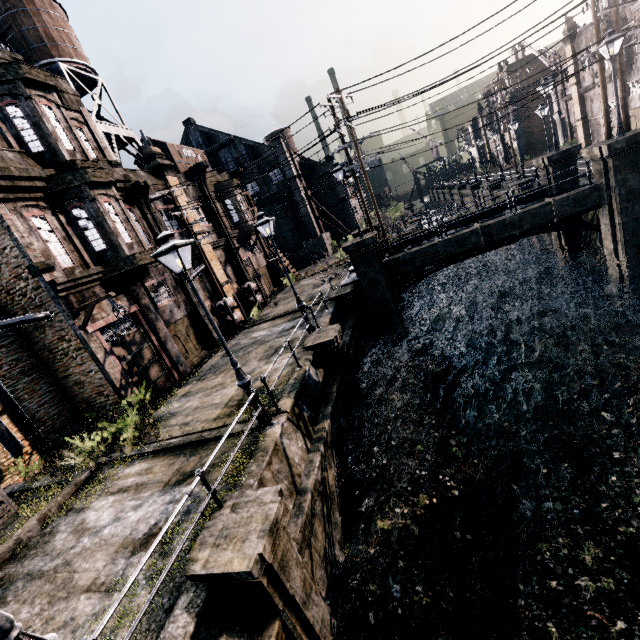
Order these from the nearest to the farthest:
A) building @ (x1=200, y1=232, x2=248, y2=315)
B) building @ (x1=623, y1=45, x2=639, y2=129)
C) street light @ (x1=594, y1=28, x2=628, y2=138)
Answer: street light @ (x1=594, y1=28, x2=628, y2=138) < building @ (x1=200, y1=232, x2=248, y2=315) < building @ (x1=623, y1=45, x2=639, y2=129)

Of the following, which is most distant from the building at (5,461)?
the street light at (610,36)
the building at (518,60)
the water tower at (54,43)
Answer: the building at (518,60)

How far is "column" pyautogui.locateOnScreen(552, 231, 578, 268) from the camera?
21.6 meters

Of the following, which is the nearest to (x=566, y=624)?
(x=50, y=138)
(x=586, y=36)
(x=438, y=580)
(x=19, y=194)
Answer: (x=438, y=580)

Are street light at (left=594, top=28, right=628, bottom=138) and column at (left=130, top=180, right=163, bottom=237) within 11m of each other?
no

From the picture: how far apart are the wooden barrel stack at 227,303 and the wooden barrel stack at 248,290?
2.4m

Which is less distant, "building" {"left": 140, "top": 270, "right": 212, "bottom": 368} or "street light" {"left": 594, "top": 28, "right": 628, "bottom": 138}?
"street light" {"left": 594, "top": 28, "right": 628, "bottom": 138}

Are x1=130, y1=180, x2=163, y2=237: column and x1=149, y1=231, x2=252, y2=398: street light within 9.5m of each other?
no
